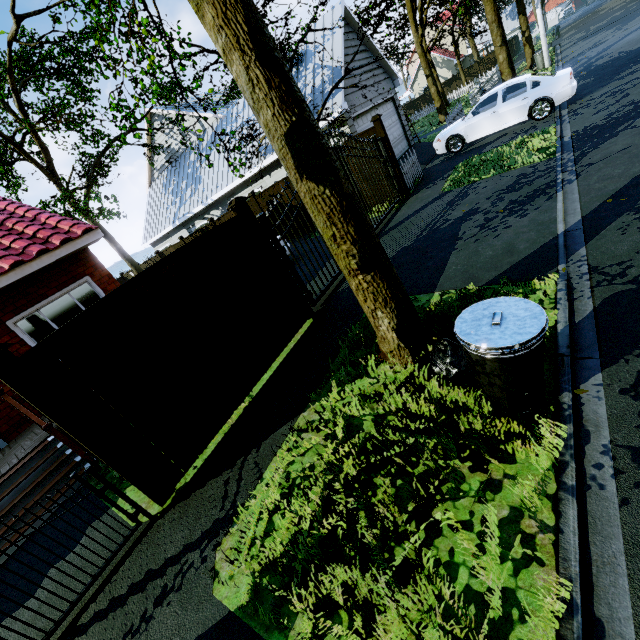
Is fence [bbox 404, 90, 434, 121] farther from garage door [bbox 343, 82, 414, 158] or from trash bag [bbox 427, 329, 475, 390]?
trash bag [bbox 427, 329, 475, 390]

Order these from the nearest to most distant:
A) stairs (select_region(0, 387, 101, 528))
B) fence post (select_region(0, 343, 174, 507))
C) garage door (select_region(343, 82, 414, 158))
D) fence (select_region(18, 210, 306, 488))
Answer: fence post (select_region(0, 343, 174, 507)) < fence (select_region(18, 210, 306, 488)) < stairs (select_region(0, 387, 101, 528)) < garage door (select_region(343, 82, 414, 158))

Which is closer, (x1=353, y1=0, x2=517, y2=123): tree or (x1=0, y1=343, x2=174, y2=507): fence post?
(x1=0, y1=343, x2=174, y2=507): fence post

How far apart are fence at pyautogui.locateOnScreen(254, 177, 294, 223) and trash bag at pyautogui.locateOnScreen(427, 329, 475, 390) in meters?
9.8

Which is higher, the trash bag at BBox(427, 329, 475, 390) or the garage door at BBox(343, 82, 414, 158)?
the garage door at BBox(343, 82, 414, 158)

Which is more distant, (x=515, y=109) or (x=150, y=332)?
(x=515, y=109)

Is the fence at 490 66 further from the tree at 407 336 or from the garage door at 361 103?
the garage door at 361 103

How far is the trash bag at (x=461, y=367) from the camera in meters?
3.3 m
